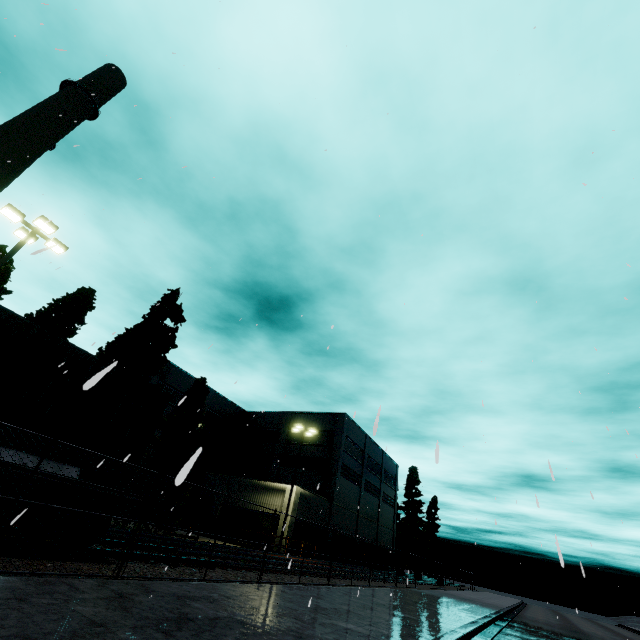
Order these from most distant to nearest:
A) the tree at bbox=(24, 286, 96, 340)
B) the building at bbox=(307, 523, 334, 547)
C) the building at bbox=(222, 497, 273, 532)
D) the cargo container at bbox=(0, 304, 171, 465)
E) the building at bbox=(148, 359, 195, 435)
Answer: the building at bbox=(148, 359, 195, 435) → the building at bbox=(307, 523, 334, 547) → the building at bbox=(222, 497, 273, 532) → the tree at bbox=(24, 286, 96, 340) → the cargo container at bbox=(0, 304, 171, 465)

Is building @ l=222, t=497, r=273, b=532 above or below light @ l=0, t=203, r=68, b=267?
below

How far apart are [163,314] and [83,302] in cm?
1066

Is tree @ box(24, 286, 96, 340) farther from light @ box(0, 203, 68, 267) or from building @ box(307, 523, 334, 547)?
light @ box(0, 203, 68, 267)

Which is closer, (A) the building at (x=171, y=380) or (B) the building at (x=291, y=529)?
(B) the building at (x=291, y=529)

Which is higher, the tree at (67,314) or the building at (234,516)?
the tree at (67,314)

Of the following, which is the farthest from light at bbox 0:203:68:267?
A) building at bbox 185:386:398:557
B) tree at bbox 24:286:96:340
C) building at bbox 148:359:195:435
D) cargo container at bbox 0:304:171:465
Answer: building at bbox 185:386:398:557

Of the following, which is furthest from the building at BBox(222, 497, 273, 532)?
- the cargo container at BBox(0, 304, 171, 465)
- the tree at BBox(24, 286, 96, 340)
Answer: the cargo container at BBox(0, 304, 171, 465)
